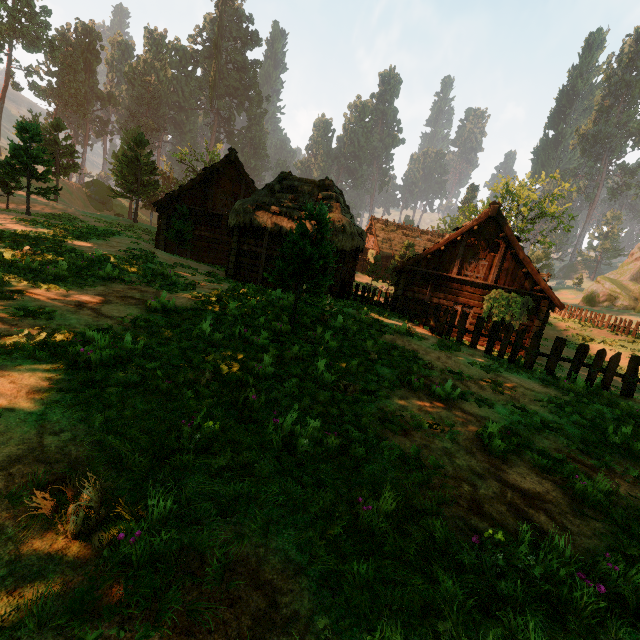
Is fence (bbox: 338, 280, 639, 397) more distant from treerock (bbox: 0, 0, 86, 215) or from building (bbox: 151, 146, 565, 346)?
treerock (bbox: 0, 0, 86, 215)

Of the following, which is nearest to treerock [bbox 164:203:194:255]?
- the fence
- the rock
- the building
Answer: the building

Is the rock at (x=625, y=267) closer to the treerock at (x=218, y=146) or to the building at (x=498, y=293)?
the treerock at (x=218, y=146)

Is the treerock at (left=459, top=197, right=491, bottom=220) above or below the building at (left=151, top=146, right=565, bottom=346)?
above

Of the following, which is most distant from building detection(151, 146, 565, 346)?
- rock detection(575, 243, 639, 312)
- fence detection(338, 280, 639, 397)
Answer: rock detection(575, 243, 639, 312)

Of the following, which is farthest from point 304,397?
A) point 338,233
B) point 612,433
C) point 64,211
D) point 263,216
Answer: point 64,211

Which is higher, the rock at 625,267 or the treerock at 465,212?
the treerock at 465,212

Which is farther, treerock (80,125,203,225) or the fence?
treerock (80,125,203,225)
